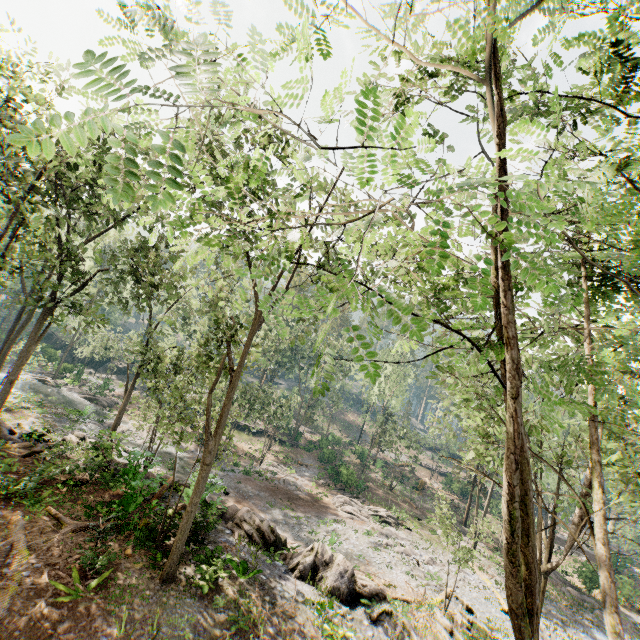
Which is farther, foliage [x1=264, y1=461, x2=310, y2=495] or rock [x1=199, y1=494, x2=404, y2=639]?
foliage [x1=264, y1=461, x2=310, y2=495]

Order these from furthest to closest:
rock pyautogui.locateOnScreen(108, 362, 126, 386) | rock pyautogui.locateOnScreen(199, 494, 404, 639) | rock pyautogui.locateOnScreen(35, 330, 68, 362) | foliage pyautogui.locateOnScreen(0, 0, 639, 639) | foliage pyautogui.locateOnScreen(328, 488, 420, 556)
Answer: rock pyautogui.locateOnScreen(108, 362, 126, 386), rock pyautogui.locateOnScreen(35, 330, 68, 362), foliage pyautogui.locateOnScreen(328, 488, 420, 556), rock pyautogui.locateOnScreen(199, 494, 404, 639), foliage pyautogui.locateOnScreen(0, 0, 639, 639)

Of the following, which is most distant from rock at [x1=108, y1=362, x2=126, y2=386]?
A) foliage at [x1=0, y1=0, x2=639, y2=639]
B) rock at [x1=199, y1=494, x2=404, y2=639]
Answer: rock at [x1=199, y1=494, x2=404, y2=639]

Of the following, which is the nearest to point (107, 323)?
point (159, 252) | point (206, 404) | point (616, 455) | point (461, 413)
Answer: point (206, 404)

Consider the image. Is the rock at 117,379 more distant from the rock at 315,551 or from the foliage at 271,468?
the rock at 315,551

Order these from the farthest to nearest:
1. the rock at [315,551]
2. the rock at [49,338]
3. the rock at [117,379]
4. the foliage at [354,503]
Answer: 1. the rock at [117,379]
2. the rock at [49,338]
3. the foliage at [354,503]
4. the rock at [315,551]
